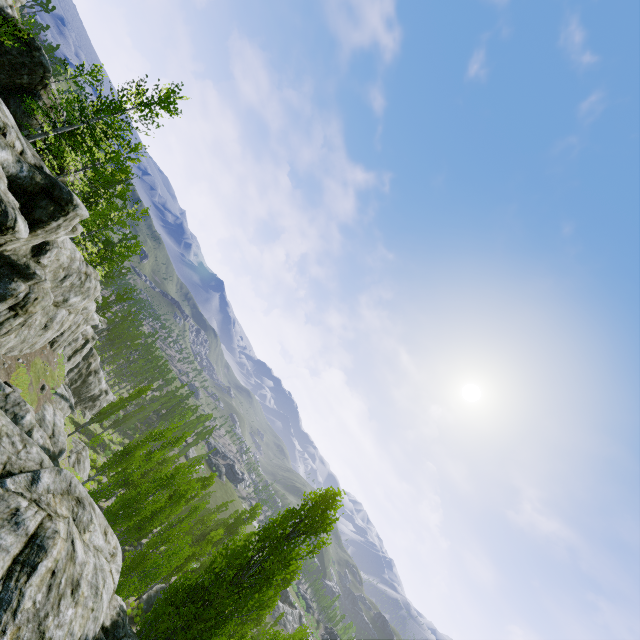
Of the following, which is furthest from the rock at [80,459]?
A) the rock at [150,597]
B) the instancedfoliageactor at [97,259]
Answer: the rock at [150,597]

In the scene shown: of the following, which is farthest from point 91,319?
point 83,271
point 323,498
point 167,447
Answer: point 323,498

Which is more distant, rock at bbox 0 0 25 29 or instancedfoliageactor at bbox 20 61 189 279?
instancedfoliageactor at bbox 20 61 189 279

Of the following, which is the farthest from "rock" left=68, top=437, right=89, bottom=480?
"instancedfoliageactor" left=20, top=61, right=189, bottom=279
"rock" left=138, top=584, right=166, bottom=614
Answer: "rock" left=138, top=584, right=166, bottom=614

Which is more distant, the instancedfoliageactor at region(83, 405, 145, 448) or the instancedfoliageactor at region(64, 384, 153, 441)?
the instancedfoliageactor at region(64, 384, 153, 441)

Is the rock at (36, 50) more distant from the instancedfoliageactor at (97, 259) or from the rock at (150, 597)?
the rock at (150, 597)

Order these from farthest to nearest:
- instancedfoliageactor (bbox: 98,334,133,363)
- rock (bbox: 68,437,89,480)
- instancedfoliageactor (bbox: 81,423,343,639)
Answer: instancedfoliageactor (bbox: 98,334,133,363) → rock (bbox: 68,437,89,480) → instancedfoliageactor (bbox: 81,423,343,639)
